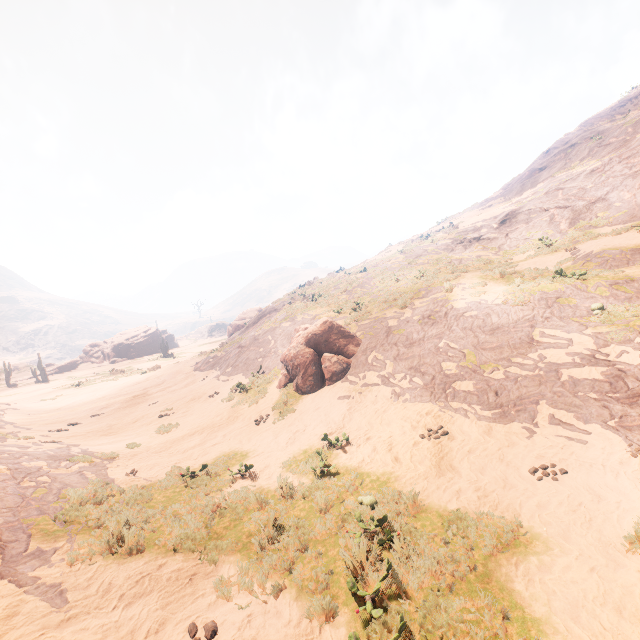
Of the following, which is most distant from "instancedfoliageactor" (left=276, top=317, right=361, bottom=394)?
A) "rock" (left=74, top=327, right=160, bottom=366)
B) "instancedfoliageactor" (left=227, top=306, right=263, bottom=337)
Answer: "rock" (left=74, top=327, right=160, bottom=366)

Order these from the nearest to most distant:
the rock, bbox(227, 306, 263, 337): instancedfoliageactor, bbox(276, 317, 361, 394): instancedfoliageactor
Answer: bbox(276, 317, 361, 394): instancedfoliageactor, bbox(227, 306, 263, 337): instancedfoliageactor, the rock

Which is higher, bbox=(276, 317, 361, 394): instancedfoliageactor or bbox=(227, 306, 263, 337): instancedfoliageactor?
bbox=(227, 306, 263, 337): instancedfoliageactor

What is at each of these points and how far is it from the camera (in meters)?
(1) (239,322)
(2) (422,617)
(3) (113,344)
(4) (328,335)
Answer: (1) instancedfoliageactor, 43.28
(2) z, 4.35
(3) rock, 53.28
(4) instancedfoliageactor, 15.04

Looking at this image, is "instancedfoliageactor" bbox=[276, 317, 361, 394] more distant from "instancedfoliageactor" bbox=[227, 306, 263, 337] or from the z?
"instancedfoliageactor" bbox=[227, 306, 263, 337]

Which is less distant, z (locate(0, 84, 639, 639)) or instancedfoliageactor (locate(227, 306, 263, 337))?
z (locate(0, 84, 639, 639))

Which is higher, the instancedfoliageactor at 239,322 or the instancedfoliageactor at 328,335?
the instancedfoliageactor at 239,322

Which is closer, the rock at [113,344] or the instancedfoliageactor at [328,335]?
the instancedfoliageactor at [328,335]
